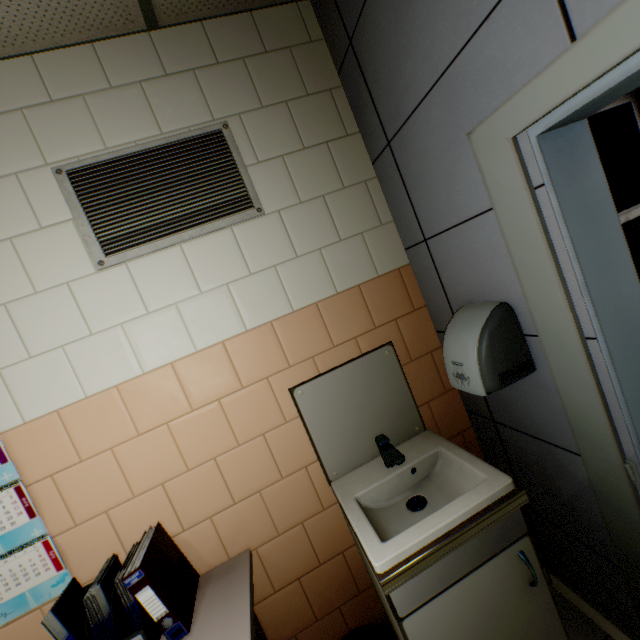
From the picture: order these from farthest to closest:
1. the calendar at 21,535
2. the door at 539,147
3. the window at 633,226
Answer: the window at 633,226 → the calendar at 21,535 → the door at 539,147

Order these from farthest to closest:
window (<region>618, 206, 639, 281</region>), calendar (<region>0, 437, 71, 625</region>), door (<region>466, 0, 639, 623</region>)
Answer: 1. window (<region>618, 206, 639, 281</region>)
2. calendar (<region>0, 437, 71, 625</region>)
3. door (<region>466, 0, 639, 623</region>)

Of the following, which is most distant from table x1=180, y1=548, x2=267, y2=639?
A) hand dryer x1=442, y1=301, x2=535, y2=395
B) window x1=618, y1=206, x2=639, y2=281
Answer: window x1=618, y1=206, x2=639, y2=281

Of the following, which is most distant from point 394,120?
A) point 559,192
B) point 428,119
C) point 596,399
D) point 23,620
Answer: point 23,620

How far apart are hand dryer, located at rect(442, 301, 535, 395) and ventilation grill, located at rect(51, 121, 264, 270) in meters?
1.1

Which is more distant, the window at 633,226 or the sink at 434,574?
the window at 633,226

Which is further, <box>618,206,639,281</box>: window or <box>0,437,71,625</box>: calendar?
<box>618,206,639,281</box>: window

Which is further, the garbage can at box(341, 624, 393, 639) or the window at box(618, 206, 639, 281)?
the window at box(618, 206, 639, 281)
